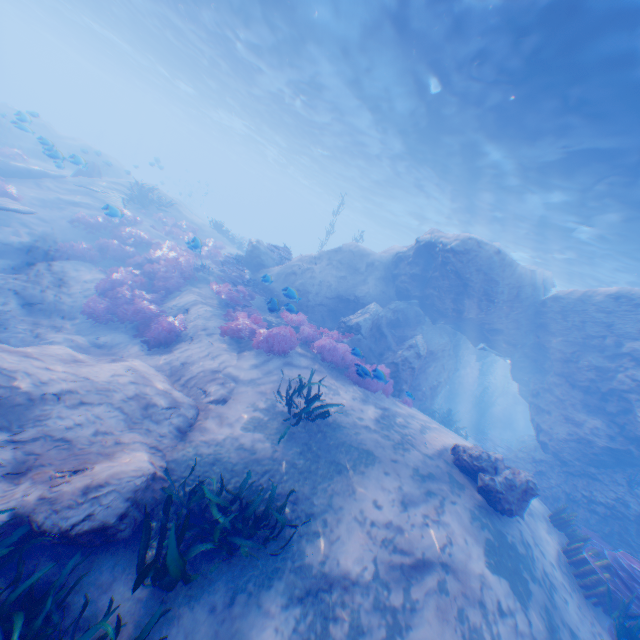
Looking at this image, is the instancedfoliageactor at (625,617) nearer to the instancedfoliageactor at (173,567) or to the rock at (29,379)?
the rock at (29,379)

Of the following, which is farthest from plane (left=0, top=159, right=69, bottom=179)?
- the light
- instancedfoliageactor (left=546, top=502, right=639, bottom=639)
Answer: the light

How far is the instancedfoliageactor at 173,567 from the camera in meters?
3.6

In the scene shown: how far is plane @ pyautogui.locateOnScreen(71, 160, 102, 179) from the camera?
12.3m

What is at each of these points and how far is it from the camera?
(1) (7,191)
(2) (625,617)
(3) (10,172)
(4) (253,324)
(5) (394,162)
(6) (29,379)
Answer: (1) instancedfoliageactor, 14.0m
(2) instancedfoliageactor, 6.3m
(3) plane, 16.0m
(4) instancedfoliageactor, 10.8m
(5) light, 22.1m
(6) rock, 5.5m

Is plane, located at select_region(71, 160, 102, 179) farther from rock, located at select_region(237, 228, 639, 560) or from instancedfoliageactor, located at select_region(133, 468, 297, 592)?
instancedfoliageactor, located at select_region(133, 468, 297, 592)

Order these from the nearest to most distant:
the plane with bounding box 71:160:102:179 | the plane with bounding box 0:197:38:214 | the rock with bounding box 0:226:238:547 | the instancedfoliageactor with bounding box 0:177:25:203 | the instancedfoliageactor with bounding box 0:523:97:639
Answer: the instancedfoliageactor with bounding box 0:523:97:639
the rock with bounding box 0:226:238:547
the plane with bounding box 0:197:38:214
the plane with bounding box 71:160:102:179
the instancedfoliageactor with bounding box 0:177:25:203

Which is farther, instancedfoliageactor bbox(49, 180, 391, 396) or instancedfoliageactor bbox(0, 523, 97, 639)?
instancedfoliageactor bbox(49, 180, 391, 396)
